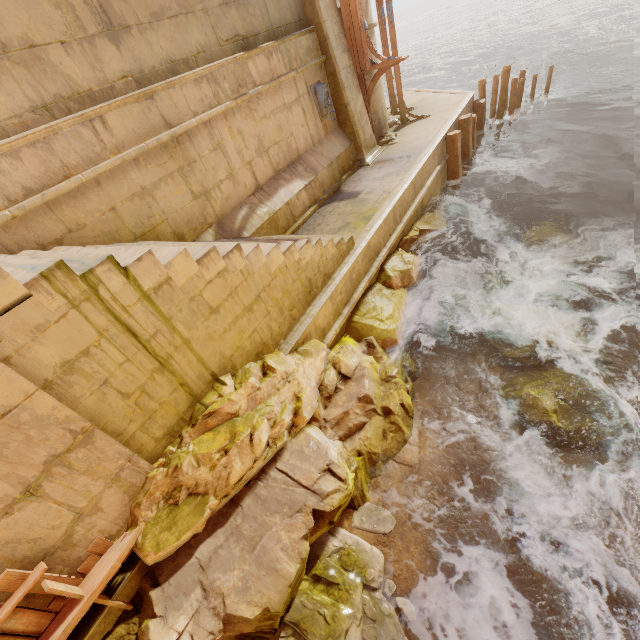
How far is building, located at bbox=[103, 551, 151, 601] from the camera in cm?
339

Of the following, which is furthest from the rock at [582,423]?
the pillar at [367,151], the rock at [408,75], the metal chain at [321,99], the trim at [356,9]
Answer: the rock at [408,75]

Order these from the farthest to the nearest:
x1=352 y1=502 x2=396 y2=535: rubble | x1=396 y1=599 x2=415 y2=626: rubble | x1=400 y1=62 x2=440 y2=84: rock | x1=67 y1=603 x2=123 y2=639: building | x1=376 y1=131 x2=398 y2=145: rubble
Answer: x1=400 y1=62 x2=440 y2=84: rock → x1=376 y1=131 x2=398 y2=145: rubble → x1=352 y1=502 x2=396 y2=535: rubble → x1=396 y1=599 x2=415 y2=626: rubble → x1=67 y1=603 x2=123 y2=639: building

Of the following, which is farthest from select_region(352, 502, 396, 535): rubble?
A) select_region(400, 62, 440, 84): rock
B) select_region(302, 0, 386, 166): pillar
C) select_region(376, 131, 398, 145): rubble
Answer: select_region(400, 62, 440, 84): rock

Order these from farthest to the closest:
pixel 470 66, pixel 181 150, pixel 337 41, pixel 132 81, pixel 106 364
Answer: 1. pixel 470 66
2. pixel 337 41
3. pixel 181 150
4. pixel 132 81
5. pixel 106 364

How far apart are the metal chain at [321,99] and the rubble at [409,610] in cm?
997

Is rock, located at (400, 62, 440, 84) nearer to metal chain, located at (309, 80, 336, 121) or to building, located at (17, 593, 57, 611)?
building, located at (17, 593, 57, 611)

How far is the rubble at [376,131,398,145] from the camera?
11.6 meters
